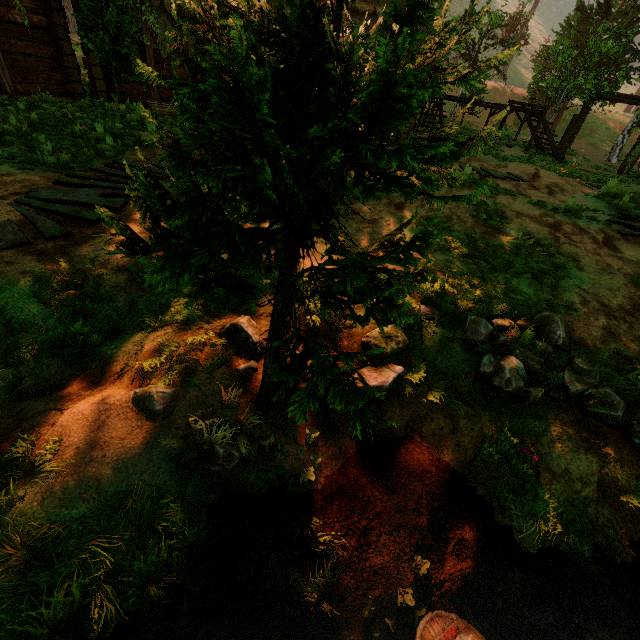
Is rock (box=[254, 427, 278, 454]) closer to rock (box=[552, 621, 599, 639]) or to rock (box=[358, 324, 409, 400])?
rock (box=[358, 324, 409, 400])

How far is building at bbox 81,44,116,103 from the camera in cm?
1095

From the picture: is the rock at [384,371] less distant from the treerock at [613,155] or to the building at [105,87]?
the treerock at [613,155]

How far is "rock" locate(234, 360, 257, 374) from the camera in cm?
322

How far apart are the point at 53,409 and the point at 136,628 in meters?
1.9

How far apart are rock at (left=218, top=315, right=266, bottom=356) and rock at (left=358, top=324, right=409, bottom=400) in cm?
18

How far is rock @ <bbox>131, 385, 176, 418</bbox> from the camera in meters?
2.8 m

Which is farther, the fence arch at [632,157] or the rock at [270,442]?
the fence arch at [632,157]
